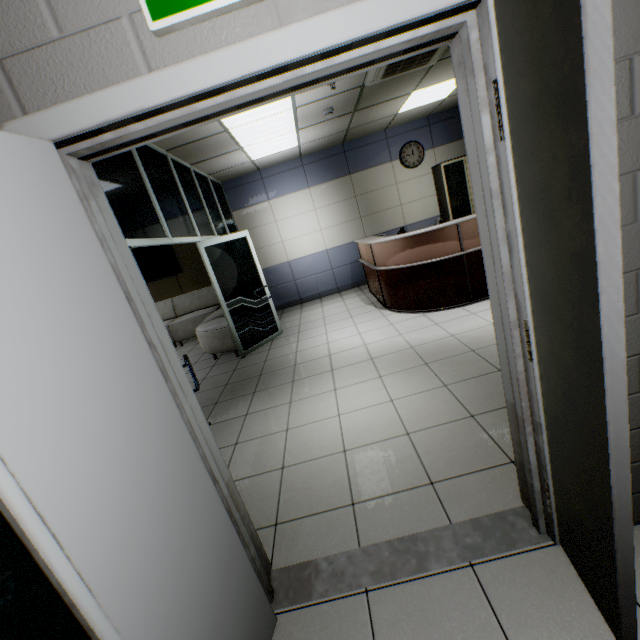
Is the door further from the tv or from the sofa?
the tv

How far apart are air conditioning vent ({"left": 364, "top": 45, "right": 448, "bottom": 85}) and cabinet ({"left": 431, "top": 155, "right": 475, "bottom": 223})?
2.9m

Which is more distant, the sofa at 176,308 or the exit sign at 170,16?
the sofa at 176,308

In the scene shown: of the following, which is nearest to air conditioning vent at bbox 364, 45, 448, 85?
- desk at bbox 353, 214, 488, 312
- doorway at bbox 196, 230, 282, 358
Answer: desk at bbox 353, 214, 488, 312

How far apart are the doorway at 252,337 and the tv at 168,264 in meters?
3.1

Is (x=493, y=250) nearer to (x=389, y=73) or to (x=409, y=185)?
(x=389, y=73)

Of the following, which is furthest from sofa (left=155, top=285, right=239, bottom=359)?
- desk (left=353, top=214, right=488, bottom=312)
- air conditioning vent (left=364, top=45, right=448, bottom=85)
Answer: air conditioning vent (left=364, top=45, right=448, bottom=85)

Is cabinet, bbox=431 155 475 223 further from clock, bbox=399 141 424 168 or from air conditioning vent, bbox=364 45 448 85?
air conditioning vent, bbox=364 45 448 85
